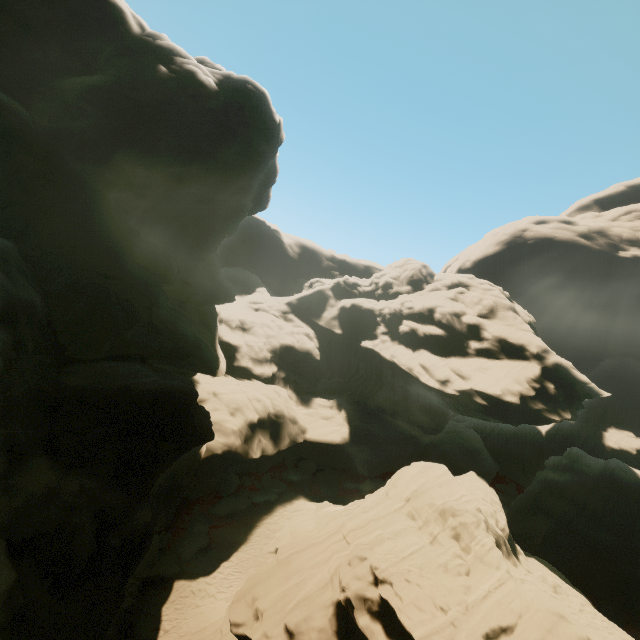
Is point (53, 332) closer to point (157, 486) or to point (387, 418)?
point (157, 486)
